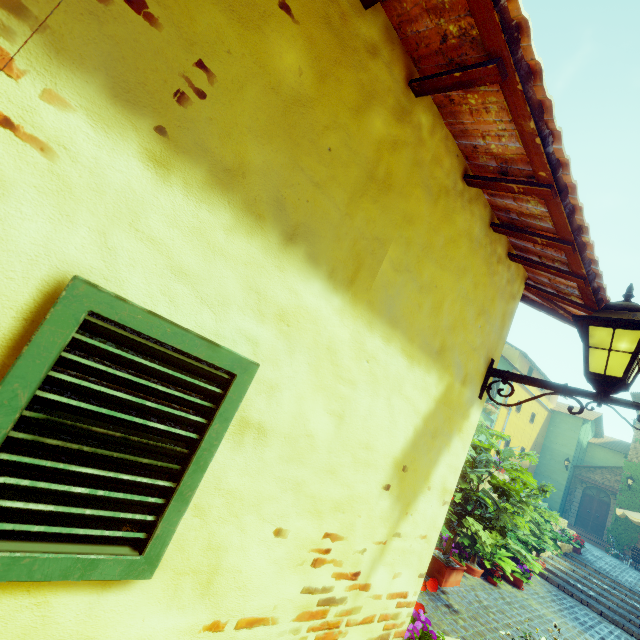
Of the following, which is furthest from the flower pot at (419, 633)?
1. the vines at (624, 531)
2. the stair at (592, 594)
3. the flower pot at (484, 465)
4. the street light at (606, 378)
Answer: the vines at (624, 531)

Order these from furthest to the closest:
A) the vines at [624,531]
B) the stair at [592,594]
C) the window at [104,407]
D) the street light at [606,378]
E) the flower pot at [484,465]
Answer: the vines at [624,531]
the stair at [592,594]
the flower pot at [484,465]
the street light at [606,378]
the window at [104,407]

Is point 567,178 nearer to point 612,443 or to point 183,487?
point 183,487

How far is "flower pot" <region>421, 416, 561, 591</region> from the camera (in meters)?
5.69

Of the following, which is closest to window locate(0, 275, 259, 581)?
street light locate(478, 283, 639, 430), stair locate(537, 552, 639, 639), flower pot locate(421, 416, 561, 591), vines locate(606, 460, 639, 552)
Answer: stair locate(537, 552, 639, 639)

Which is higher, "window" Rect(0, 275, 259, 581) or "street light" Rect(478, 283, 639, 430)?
"street light" Rect(478, 283, 639, 430)

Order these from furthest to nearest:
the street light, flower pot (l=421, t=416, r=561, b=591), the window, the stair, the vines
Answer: the vines → the stair → flower pot (l=421, t=416, r=561, b=591) → the street light → the window

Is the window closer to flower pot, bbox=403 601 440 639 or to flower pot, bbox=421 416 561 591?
flower pot, bbox=403 601 440 639
